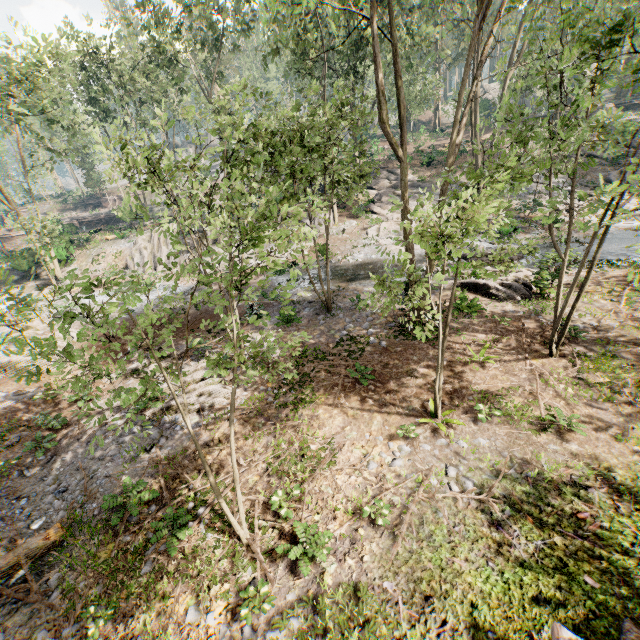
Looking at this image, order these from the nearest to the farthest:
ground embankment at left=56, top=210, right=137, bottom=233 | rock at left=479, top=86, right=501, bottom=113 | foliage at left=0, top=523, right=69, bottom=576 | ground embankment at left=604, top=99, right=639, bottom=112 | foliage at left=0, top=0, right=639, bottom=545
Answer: foliage at left=0, top=0, right=639, bottom=545
foliage at left=0, top=523, right=69, bottom=576
ground embankment at left=56, top=210, right=137, bottom=233
ground embankment at left=604, top=99, right=639, bottom=112
rock at left=479, top=86, right=501, bottom=113

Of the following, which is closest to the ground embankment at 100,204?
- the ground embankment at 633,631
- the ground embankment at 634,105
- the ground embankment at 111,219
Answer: the ground embankment at 111,219

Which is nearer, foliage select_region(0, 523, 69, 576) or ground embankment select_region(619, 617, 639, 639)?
ground embankment select_region(619, 617, 639, 639)

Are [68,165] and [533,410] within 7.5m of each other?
no

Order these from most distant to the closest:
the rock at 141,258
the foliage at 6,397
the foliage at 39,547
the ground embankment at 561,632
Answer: the rock at 141,258 → the foliage at 6,397 → the foliage at 39,547 → the ground embankment at 561,632

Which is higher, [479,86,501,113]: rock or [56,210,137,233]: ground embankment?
[479,86,501,113]: rock

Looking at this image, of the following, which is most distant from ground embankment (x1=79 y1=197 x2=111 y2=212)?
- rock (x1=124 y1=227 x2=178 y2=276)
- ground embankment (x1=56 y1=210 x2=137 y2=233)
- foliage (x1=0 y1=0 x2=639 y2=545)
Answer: rock (x1=124 y1=227 x2=178 y2=276)

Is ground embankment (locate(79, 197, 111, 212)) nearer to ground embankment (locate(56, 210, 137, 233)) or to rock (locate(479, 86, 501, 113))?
ground embankment (locate(56, 210, 137, 233))
